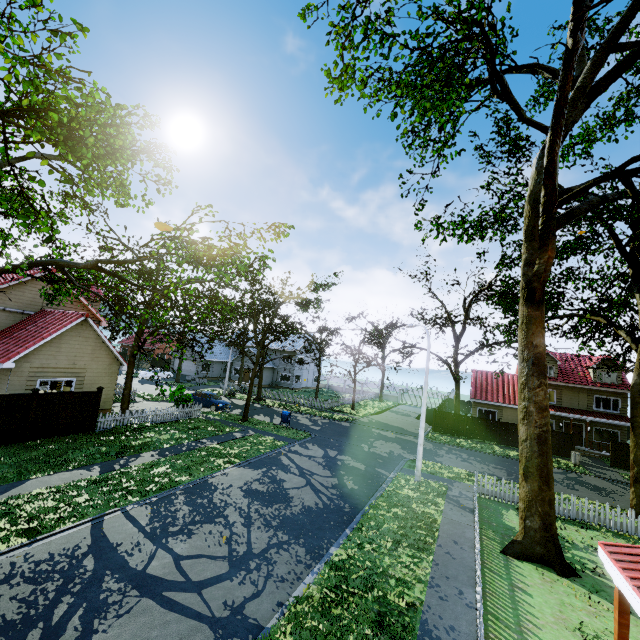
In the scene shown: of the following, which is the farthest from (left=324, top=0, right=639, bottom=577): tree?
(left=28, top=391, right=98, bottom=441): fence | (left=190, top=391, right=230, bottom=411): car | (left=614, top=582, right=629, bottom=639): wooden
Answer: (left=614, top=582, right=629, bottom=639): wooden

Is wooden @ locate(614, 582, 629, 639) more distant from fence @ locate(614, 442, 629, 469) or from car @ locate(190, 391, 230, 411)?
car @ locate(190, 391, 230, 411)

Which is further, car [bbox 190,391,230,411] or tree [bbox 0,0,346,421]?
car [bbox 190,391,230,411]

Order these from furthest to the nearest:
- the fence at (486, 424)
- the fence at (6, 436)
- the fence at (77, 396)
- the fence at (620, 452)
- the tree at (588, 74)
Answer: the fence at (486, 424) → the fence at (620, 452) → the fence at (77, 396) → the fence at (6, 436) → the tree at (588, 74)

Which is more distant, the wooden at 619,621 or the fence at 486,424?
the fence at 486,424

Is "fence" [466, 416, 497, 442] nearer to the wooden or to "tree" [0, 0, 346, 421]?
"tree" [0, 0, 346, 421]

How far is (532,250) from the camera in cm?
1288

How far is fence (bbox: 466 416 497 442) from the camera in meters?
30.0 m
